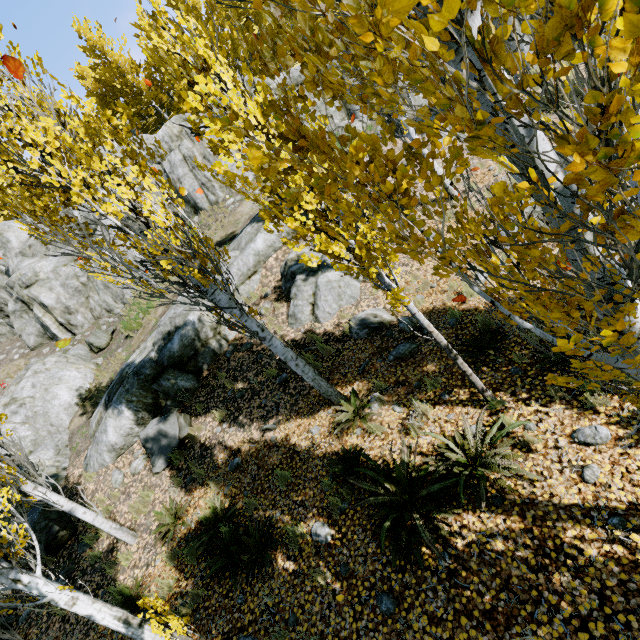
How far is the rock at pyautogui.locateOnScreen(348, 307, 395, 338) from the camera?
8.1 meters

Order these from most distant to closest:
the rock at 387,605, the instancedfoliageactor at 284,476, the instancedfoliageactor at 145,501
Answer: the instancedfoliageactor at 145,501
the instancedfoliageactor at 284,476
the rock at 387,605

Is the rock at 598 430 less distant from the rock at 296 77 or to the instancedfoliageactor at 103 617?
the instancedfoliageactor at 103 617

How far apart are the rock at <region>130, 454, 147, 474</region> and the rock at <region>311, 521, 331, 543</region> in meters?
6.4

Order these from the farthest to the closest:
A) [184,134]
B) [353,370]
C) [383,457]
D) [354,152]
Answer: [184,134] < [353,370] < [383,457] < [354,152]

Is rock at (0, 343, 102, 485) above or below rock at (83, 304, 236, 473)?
above

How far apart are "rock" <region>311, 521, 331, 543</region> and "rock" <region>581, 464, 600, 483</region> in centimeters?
355cm

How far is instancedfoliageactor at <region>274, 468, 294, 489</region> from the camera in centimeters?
627cm
